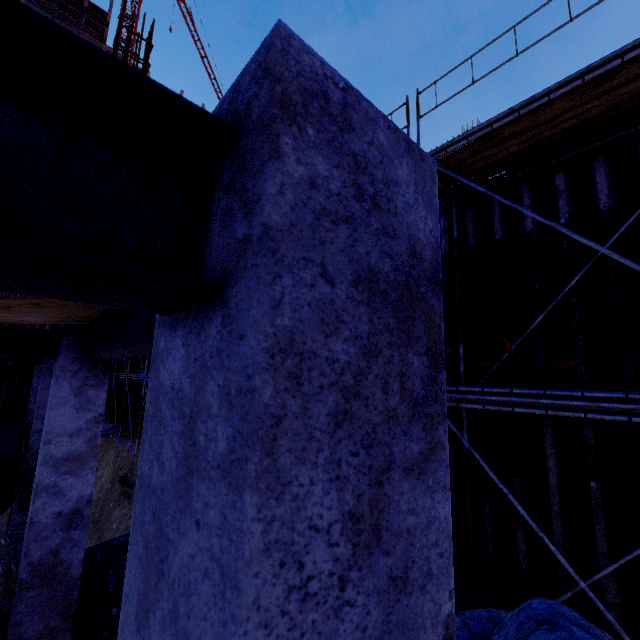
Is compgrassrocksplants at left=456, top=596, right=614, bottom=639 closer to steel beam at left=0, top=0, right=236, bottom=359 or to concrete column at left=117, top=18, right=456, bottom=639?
concrete column at left=117, top=18, right=456, bottom=639

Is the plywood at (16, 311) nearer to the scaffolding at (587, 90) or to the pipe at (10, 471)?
the scaffolding at (587, 90)

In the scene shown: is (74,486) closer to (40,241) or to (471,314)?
(40,241)

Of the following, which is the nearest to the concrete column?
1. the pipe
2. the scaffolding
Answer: the scaffolding

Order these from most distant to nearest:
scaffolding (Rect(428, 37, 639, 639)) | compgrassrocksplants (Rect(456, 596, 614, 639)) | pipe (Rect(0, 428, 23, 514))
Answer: pipe (Rect(0, 428, 23, 514))
scaffolding (Rect(428, 37, 639, 639))
compgrassrocksplants (Rect(456, 596, 614, 639))

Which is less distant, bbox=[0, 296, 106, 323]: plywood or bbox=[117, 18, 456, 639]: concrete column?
bbox=[117, 18, 456, 639]: concrete column

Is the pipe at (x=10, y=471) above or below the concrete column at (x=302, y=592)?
below

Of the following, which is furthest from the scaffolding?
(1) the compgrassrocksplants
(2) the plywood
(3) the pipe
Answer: (3) the pipe
